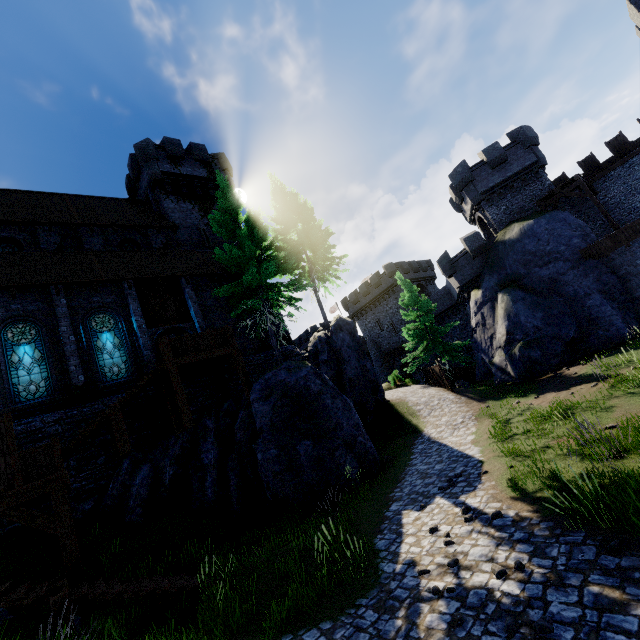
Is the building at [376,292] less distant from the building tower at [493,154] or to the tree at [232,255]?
the building tower at [493,154]

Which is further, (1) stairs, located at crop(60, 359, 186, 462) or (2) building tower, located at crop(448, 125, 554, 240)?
(2) building tower, located at crop(448, 125, 554, 240)

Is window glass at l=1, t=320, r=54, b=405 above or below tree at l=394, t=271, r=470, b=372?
above

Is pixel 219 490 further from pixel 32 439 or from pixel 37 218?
pixel 37 218

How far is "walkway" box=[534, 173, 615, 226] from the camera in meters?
22.0 m

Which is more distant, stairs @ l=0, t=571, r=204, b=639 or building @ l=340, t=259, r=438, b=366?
building @ l=340, t=259, r=438, b=366

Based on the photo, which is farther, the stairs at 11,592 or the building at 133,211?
the building at 133,211

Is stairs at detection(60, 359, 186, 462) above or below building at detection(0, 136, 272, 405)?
below
